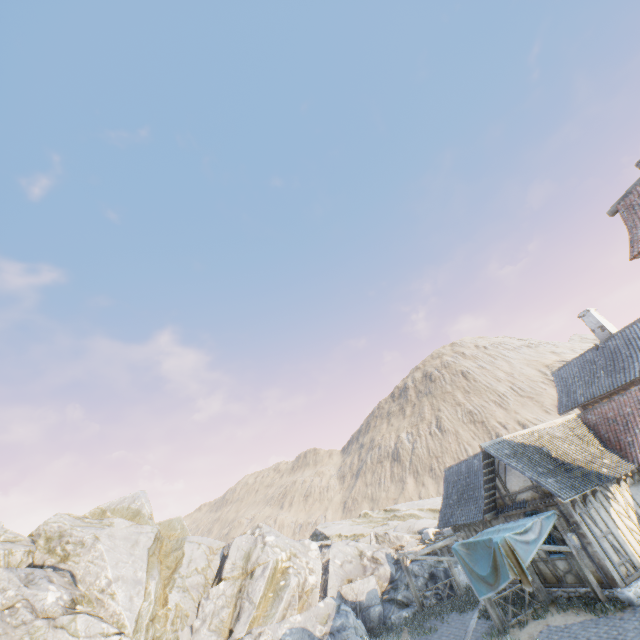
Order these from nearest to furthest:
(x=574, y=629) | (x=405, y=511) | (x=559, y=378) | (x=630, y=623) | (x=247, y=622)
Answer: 1. (x=630, y=623)
2. (x=574, y=629)
3. (x=247, y=622)
4. (x=559, y=378)
5. (x=405, y=511)

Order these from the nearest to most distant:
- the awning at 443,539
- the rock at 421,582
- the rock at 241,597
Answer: the rock at 241,597, the awning at 443,539, the rock at 421,582

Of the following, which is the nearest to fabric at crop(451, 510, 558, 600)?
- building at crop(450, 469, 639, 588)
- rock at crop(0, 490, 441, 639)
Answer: building at crop(450, 469, 639, 588)

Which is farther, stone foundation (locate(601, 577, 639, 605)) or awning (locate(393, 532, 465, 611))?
awning (locate(393, 532, 465, 611))

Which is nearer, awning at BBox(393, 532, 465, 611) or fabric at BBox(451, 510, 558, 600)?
fabric at BBox(451, 510, 558, 600)

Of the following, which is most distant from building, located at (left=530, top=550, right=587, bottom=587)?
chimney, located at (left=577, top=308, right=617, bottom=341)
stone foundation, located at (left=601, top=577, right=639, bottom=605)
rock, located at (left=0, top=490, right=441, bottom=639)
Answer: chimney, located at (left=577, top=308, right=617, bottom=341)

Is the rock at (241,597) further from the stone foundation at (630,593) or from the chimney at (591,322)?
the chimney at (591,322)

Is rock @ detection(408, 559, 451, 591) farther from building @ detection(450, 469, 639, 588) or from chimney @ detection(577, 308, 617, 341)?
chimney @ detection(577, 308, 617, 341)
